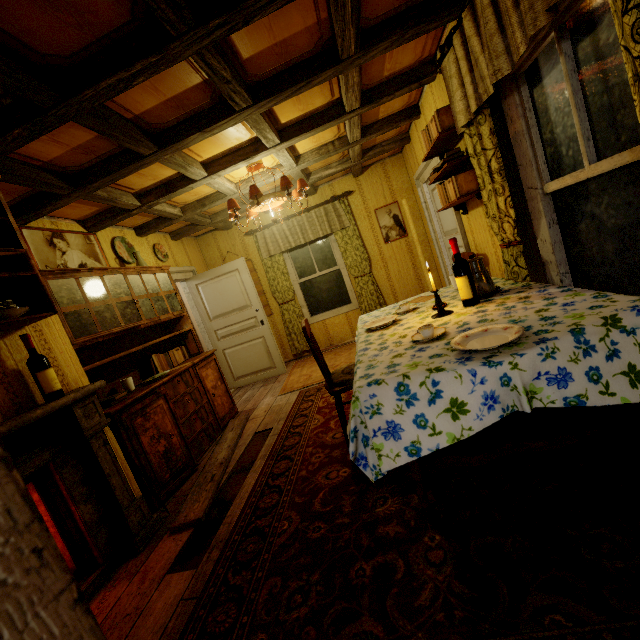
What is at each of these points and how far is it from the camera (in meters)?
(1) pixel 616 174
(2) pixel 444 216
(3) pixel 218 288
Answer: (1) window, 1.52
(2) door, 4.43
(3) door, 5.44

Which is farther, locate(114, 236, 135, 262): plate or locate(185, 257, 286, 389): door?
locate(185, 257, 286, 389): door

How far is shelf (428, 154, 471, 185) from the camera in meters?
2.7

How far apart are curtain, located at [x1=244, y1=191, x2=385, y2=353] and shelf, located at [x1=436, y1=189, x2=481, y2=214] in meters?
2.3 m

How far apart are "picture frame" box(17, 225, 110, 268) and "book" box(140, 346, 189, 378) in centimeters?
103cm

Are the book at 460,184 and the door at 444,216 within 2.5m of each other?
yes

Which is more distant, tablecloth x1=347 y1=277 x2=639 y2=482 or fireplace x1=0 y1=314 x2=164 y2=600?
fireplace x1=0 y1=314 x2=164 y2=600

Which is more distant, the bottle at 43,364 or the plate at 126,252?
the plate at 126,252
